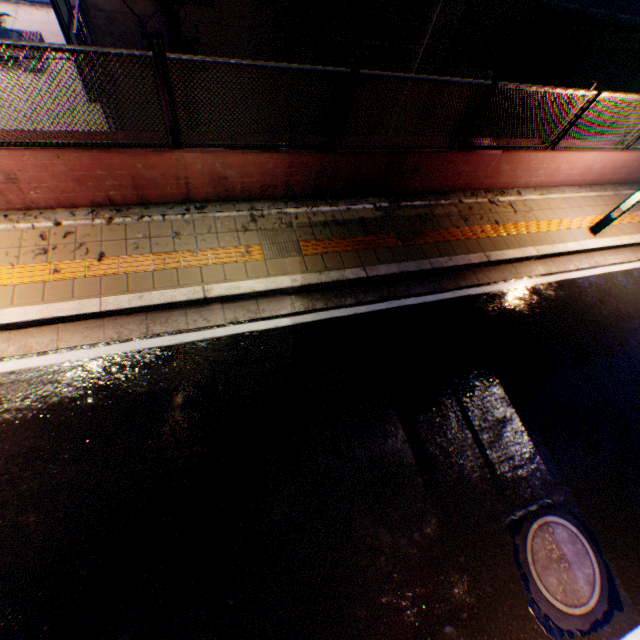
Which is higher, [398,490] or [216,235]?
[216,235]

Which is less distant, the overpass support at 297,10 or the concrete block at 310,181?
the concrete block at 310,181

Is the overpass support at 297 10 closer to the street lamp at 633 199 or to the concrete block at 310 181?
the concrete block at 310 181

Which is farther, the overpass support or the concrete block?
the overpass support

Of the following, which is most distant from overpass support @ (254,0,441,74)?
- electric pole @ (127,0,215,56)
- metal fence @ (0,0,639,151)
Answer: electric pole @ (127,0,215,56)

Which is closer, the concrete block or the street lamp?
the concrete block

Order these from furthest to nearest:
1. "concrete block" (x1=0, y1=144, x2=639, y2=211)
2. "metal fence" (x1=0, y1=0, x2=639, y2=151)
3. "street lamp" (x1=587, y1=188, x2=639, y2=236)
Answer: "street lamp" (x1=587, y1=188, x2=639, y2=236) < "concrete block" (x1=0, y1=144, x2=639, y2=211) < "metal fence" (x1=0, y1=0, x2=639, y2=151)

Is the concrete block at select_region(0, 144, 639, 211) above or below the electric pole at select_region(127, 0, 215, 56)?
below
